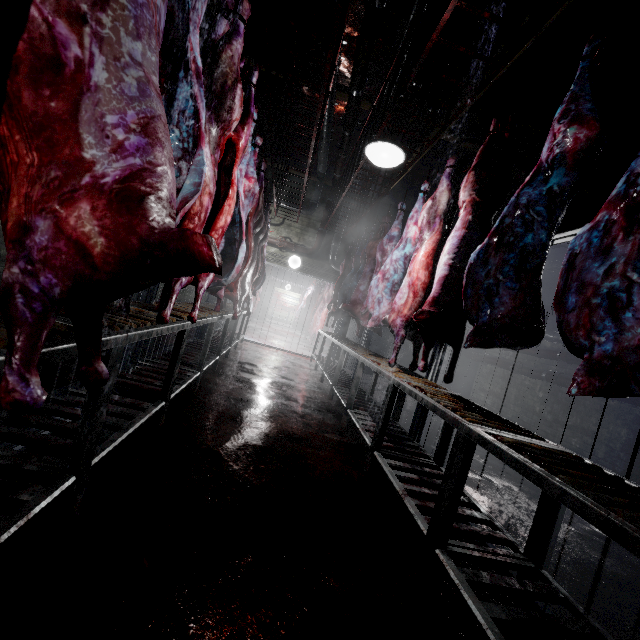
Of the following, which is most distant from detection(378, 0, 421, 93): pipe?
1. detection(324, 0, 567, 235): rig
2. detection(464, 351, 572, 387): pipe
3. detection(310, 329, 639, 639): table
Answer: detection(310, 329, 639, 639): table

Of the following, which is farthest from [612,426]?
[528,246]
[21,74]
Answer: [21,74]

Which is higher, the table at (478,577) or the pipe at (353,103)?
the pipe at (353,103)

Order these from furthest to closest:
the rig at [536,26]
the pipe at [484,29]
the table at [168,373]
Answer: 1. the pipe at [484,29]
2. the rig at [536,26]
3. the table at [168,373]

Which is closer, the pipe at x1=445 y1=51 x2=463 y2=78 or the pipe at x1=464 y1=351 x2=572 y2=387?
the pipe at x1=445 y1=51 x2=463 y2=78

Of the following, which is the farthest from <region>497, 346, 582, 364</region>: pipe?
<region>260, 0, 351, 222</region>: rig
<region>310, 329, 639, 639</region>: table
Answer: <region>260, 0, 351, 222</region>: rig

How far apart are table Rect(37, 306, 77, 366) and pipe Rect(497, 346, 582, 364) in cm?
513

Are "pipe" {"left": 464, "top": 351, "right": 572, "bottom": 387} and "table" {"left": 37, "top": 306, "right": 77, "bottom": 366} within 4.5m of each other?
no
